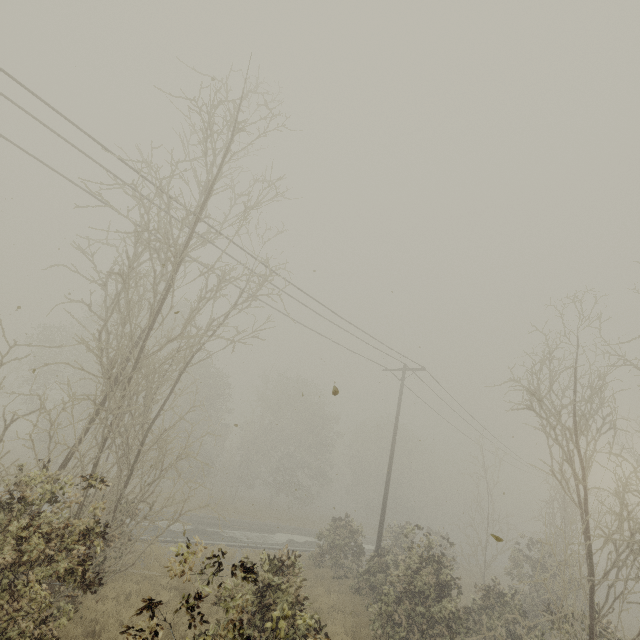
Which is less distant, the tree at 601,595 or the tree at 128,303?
the tree at 128,303

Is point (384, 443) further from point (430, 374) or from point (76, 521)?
point (76, 521)

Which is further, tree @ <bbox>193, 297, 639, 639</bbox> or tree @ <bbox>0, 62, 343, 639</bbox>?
tree @ <bbox>193, 297, 639, 639</bbox>
